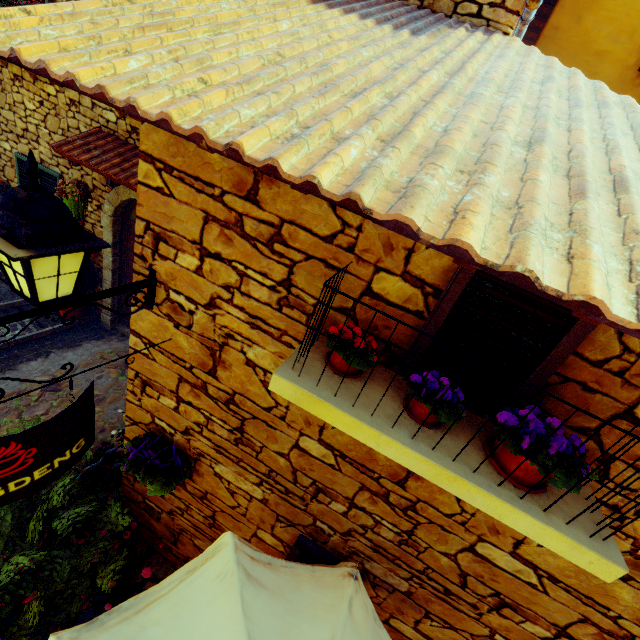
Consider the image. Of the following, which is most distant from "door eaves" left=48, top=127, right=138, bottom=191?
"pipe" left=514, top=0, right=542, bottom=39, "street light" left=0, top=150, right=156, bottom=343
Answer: "street light" left=0, top=150, right=156, bottom=343

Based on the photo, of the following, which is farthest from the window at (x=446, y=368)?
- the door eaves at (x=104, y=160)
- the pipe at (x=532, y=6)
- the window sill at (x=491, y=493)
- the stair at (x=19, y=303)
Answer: A: the stair at (x=19, y=303)

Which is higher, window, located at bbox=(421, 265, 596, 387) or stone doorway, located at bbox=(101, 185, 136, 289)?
window, located at bbox=(421, 265, 596, 387)

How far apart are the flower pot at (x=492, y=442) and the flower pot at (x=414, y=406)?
0.2 meters

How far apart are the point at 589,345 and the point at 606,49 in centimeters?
715cm

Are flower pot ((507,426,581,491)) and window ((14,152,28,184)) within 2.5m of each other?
no

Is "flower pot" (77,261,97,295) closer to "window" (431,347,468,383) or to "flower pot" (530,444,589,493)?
"window" (431,347,468,383)

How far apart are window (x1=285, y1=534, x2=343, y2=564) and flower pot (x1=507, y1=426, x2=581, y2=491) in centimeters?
181cm
